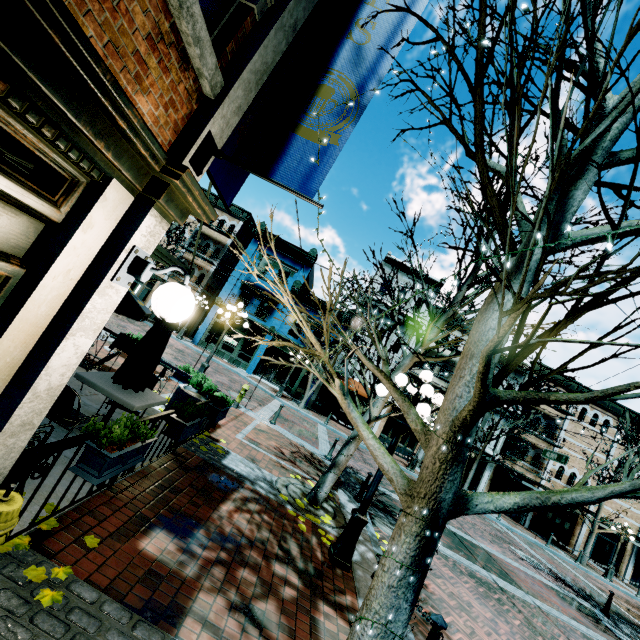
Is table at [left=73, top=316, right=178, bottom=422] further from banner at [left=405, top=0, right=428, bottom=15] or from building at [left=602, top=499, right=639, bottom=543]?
building at [left=602, top=499, right=639, bottom=543]

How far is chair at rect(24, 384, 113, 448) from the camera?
3.21m

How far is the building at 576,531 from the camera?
24.1m

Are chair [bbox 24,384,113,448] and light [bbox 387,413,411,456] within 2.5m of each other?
no

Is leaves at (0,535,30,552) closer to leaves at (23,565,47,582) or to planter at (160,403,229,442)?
leaves at (23,565,47,582)

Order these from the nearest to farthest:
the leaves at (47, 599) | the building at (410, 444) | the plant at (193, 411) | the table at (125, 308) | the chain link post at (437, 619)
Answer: the leaves at (47, 599)
the chain link post at (437, 619)
the plant at (193, 411)
the table at (125, 308)
the building at (410, 444)

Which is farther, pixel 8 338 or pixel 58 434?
pixel 58 434

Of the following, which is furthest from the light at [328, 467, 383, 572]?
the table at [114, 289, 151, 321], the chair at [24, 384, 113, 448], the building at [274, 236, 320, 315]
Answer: the building at [274, 236, 320, 315]
